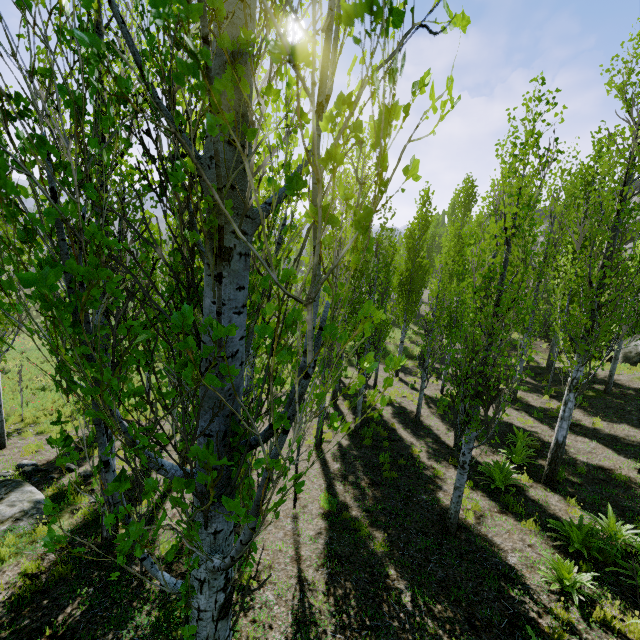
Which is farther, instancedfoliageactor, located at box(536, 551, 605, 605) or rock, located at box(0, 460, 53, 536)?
rock, located at box(0, 460, 53, 536)

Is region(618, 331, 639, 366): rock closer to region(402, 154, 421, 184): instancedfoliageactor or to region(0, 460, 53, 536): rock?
region(402, 154, 421, 184): instancedfoliageactor

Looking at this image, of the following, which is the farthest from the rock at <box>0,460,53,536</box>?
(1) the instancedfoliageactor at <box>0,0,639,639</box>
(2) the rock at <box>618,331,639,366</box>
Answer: (2) the rock at <box>618,331,639,366</box>

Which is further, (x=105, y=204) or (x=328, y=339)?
(x=105, y=204)

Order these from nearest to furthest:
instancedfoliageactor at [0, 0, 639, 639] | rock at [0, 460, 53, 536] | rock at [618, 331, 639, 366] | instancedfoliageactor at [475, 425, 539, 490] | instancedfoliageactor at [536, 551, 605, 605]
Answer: instancedfoliageactor at [0, 0, 639, 639]
instancedfoliageactor at [536, 551, 605, 605]
rock at [0, 460, 53, 536]
instancedfoliageactor at [475, 425, 539, 490]
rock at [618, 331, 639, 366]

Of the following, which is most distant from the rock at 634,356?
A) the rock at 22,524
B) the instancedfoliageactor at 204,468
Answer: the rock at 22,524
